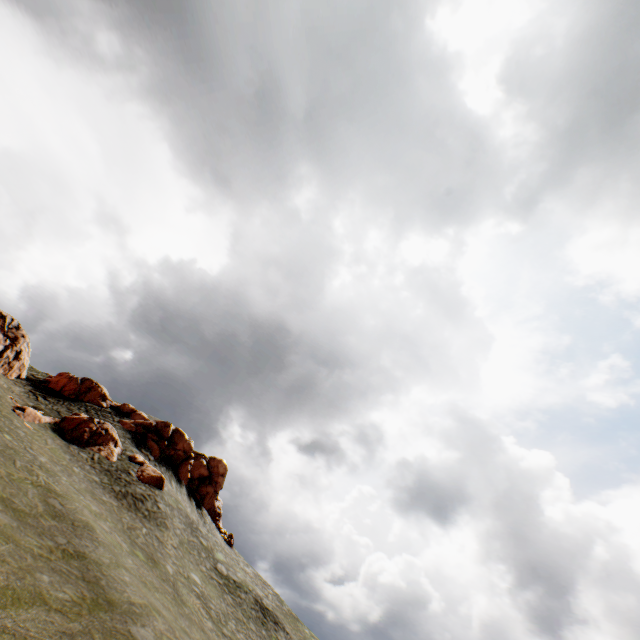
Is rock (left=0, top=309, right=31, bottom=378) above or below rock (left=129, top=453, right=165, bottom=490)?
above

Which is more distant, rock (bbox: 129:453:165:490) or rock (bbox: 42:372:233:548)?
rock (bbox: 42:372:233:548)

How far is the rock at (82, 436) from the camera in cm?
2840

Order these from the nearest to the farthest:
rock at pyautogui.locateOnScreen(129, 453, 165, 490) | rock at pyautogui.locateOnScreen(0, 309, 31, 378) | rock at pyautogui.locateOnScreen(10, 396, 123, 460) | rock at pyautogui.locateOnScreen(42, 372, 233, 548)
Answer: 1. rock at pyautogui.locateOnScreen(10, 396, 123, 460)
2. rock at pyautogui.locateOnScreen(129, 453, 165, 490)
3. rock at pyautogui.locateOnScreen(0, 309, 31, 378)
4. rock at pyautogui.locateOnScreen(42, 372, 233, 548)

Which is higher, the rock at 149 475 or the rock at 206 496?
the rock at 206 496

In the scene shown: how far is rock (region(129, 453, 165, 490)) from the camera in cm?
3053

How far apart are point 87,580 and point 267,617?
21.49m
